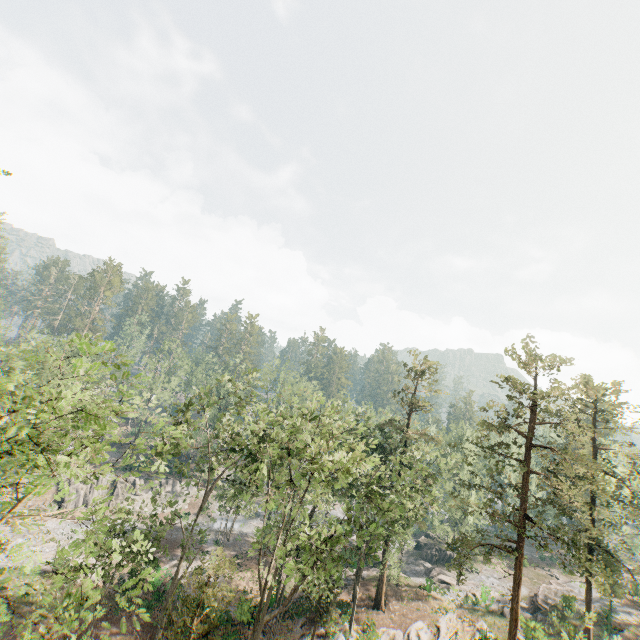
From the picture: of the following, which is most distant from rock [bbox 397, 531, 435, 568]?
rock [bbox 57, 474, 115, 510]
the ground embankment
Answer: rock [bbox 57, 474, 115, 510]

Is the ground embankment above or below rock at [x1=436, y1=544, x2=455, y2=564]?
above

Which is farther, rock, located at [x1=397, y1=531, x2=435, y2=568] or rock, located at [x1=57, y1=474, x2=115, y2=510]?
rock, located at [x1=397, y1=531, x2=435, y2=568]

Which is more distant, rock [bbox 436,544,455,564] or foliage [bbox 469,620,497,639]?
rock [bbox 436,544,455,564]

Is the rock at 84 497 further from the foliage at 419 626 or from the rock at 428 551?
the rock at 428 551

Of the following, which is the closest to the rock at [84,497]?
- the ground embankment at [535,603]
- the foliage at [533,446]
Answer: the foliage at [533,446]

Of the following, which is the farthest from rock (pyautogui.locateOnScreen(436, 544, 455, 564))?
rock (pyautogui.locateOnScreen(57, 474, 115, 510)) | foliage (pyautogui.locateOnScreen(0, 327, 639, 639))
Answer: rock (pyautogui.locateOnScreen(57, 474, 115, 510))

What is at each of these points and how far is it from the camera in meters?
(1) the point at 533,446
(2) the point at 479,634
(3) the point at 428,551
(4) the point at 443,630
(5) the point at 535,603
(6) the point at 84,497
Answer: (1) foliage, 23.0 m
(2) foliage, 26.7 m
(3) rock, 49.2 m
(4) foliage, 29.9 m
(5) ground embankment, 36.6 m
(6) rock, 44.0 m
